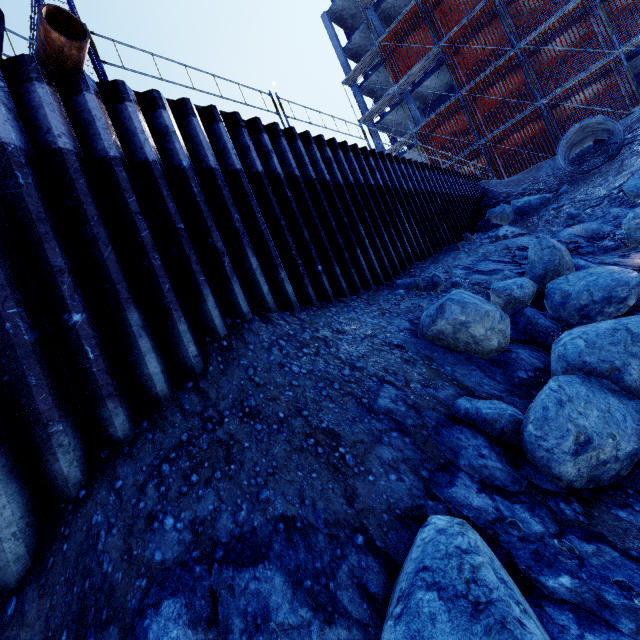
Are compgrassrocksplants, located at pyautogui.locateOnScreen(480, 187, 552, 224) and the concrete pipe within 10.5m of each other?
yes

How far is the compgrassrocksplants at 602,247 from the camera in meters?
7.8

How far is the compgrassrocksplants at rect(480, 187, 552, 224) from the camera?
13.4 meters

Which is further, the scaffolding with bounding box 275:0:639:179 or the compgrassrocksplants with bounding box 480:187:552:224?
the scaffolding with bounding box 275:0:639:179

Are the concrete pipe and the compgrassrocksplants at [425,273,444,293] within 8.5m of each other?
no

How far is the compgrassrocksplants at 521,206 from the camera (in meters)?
13.35

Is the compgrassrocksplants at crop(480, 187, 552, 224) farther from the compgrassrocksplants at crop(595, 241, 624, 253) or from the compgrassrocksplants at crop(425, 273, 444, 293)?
the compgrassrocksplants at crop(425, 273, 444, 293)

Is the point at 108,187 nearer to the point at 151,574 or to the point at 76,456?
the point at 76,456
